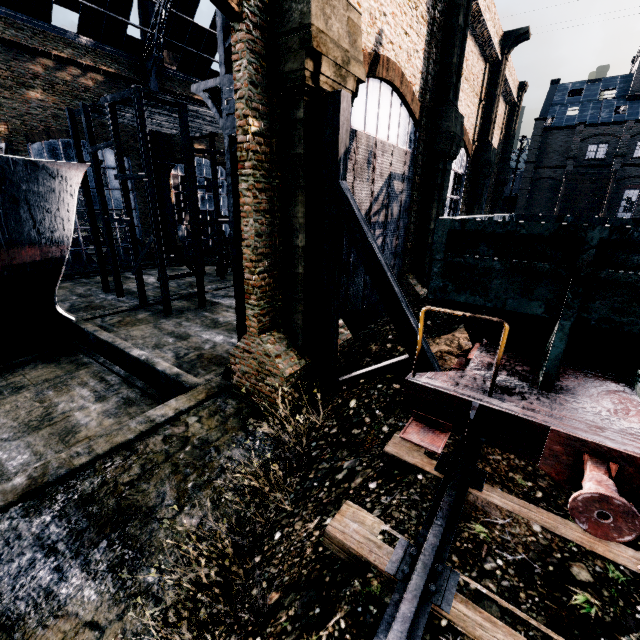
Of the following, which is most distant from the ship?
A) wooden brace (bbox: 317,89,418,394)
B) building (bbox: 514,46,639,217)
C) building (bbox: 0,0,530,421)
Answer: building (bbox: 514,46,639,217)

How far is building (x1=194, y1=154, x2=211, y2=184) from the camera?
37.4 meters

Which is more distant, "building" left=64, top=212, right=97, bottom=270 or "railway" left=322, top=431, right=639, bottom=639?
"building" left=64, top=212, right=97, bottom=270

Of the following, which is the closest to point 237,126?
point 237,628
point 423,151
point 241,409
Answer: point 241,409

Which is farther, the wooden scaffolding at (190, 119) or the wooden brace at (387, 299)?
the wooden scaffolding at (190, 119)

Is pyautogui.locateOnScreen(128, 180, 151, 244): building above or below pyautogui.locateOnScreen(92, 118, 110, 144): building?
below

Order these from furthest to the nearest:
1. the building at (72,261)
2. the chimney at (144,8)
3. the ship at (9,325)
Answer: the chimney at (144,8)
the building at (72,261)
the ship at (9,325)

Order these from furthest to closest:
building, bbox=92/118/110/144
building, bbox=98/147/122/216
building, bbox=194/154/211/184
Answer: building, bbox=194/154/211/184, building, bbox=98/147/122/216, building, bbox=92/118/110/144
